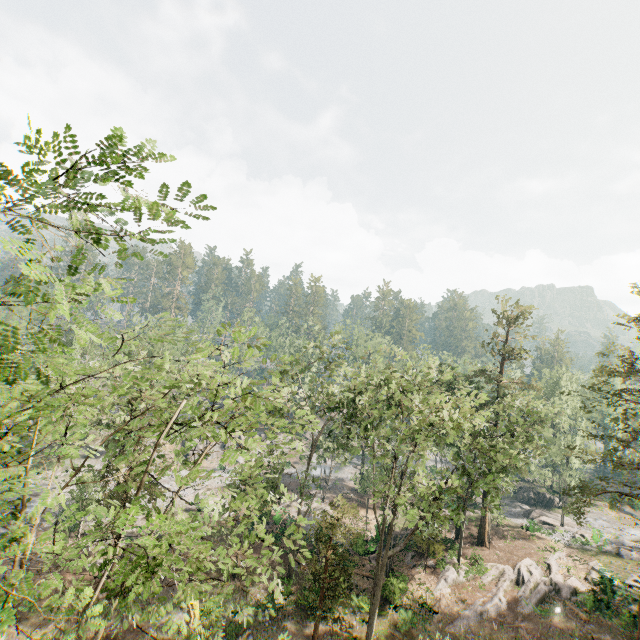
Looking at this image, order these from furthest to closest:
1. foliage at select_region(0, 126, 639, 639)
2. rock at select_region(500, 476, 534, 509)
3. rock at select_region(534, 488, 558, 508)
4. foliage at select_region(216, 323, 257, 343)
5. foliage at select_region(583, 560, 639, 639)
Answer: rock at select_region(500, 476, 534, 509)
rock at select_region(534, 488, 558, 508)
foliage at select_region(583, 560, 639, 639)
foliage at select_region(216, 323, 257, 343)
foliage at select_region(0, 126, 639, 639)

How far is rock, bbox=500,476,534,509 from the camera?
47.59m

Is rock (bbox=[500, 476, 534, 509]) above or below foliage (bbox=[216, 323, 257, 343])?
below

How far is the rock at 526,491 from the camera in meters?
47.6

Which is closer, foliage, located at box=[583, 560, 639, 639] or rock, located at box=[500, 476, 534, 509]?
foliage, located at box=[583, 560, 639, 639]

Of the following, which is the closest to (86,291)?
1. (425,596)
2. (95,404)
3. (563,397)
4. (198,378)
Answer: (95,404)

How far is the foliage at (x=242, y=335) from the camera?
10.3m
